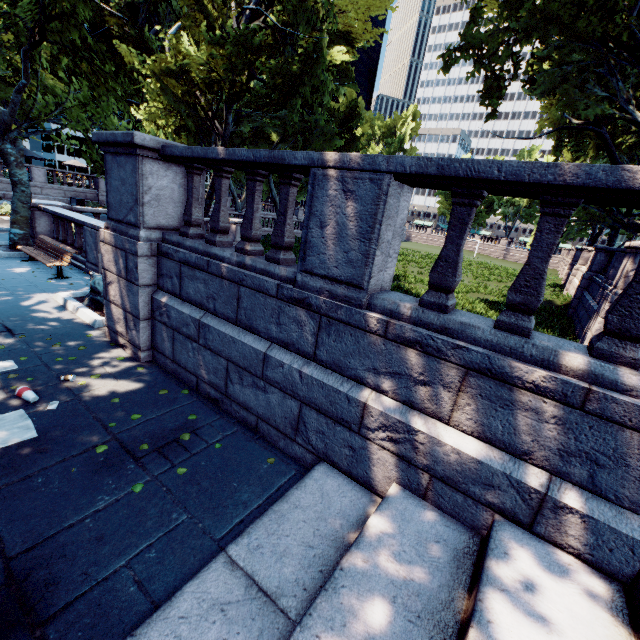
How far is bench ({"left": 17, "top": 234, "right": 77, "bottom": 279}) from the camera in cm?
966

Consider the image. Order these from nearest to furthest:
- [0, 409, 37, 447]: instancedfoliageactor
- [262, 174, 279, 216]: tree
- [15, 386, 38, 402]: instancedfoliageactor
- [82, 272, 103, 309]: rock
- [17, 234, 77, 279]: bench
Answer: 1. [0, 409, 37, 447]: instancedfoliageactor
2. [15, 386, 38, 402]: instancedfoliageactor
3. [82, 272, 103, 309]: rock
4. [17, 234, 77, 279]: bench
5. [262, 174, 279, 216]: tree

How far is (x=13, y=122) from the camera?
10.9 meters

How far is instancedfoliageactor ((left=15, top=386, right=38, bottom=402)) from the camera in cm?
450

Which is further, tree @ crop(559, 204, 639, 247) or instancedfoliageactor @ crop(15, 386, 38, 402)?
tree @ crop(559, 204, 639, 247)

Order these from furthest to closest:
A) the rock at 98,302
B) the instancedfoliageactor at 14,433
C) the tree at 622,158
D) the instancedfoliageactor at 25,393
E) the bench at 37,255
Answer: the tree at 622,158 < the bench at 37,255 < the rock at 98,302 < the instancedfoliageactor at 25,393 < the instancedfoliageactor at 14,433

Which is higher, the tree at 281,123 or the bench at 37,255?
the tree at 281,123

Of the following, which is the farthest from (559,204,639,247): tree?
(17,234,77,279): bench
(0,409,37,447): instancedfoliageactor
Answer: (0,409,37,447): instancedfoliageactor
